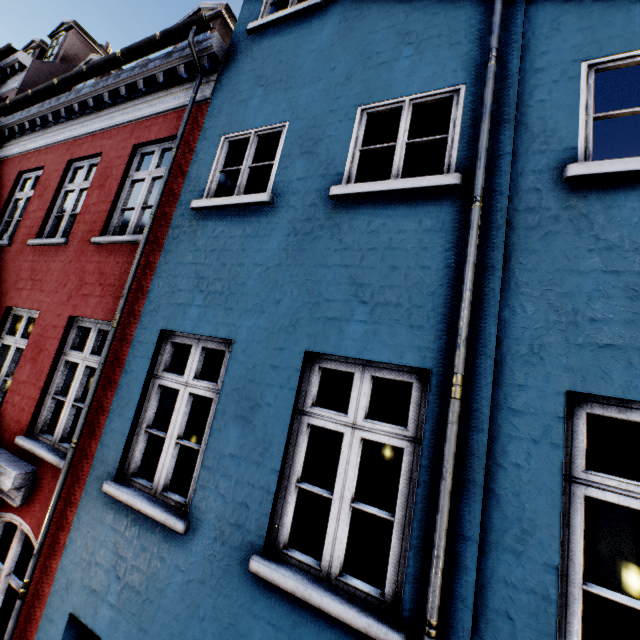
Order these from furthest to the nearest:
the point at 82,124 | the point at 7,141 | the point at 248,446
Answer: the point at 7,141 < the point at 82,124 < the point at 248,446
